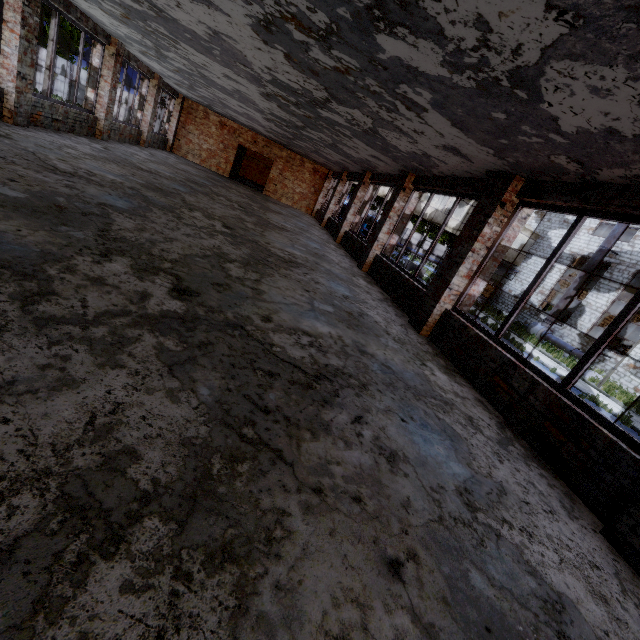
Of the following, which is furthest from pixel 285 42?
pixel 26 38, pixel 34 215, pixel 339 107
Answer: pixel 26 38

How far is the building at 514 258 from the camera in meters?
28.6

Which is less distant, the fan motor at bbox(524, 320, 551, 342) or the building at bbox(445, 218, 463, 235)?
the fan motor at bbox(524, 320, 551, 342)

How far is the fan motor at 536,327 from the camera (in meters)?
23.77

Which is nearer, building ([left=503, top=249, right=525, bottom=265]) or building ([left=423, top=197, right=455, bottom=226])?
building ([left=423, top=197, right=455, bottom=226])

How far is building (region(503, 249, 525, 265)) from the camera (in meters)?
28.56
